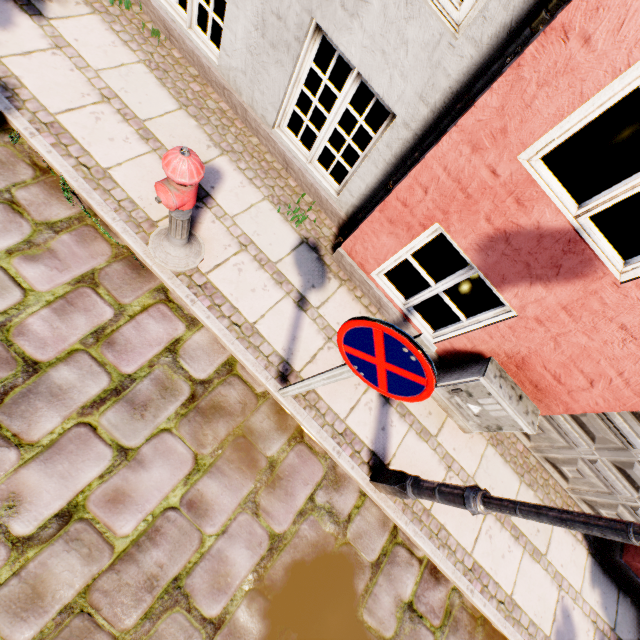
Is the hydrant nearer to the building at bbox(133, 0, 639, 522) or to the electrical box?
the building at bbox(133, 0, 639, 522)

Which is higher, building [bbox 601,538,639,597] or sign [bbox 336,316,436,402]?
sign [bbox 336,316,436,402]

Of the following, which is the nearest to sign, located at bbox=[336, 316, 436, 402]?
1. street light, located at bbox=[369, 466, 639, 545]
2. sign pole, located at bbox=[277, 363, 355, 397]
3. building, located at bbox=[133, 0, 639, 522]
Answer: sign pole, located at bbox=[277, 363, 355, 397]

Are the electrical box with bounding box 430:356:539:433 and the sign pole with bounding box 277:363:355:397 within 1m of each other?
no

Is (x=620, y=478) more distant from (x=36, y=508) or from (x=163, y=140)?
(x=163, y=140)

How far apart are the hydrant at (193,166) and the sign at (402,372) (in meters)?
1.40

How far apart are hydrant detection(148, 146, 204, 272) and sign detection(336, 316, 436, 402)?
1.4 meters

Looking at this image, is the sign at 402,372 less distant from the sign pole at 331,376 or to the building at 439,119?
the sign pole at 331,376
